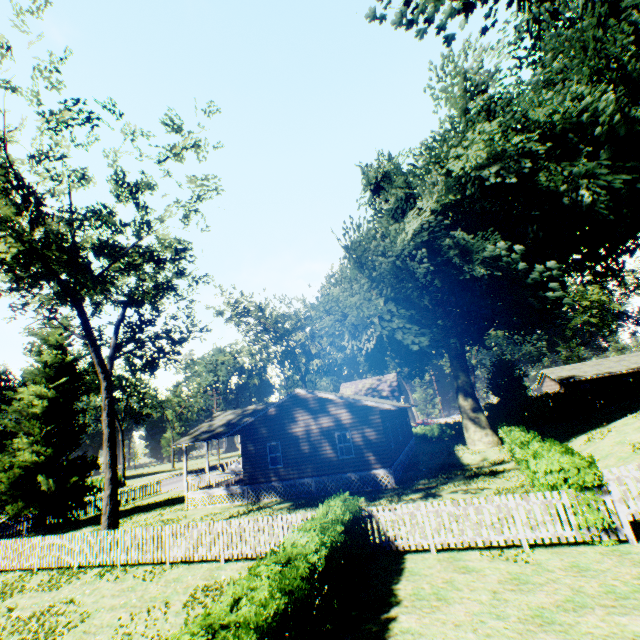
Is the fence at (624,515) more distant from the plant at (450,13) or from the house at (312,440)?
the house at (312,440)

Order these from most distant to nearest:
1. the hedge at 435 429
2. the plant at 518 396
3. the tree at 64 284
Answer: the hedge at 435 429 → the plant at 518 396 → the tree at 64 284

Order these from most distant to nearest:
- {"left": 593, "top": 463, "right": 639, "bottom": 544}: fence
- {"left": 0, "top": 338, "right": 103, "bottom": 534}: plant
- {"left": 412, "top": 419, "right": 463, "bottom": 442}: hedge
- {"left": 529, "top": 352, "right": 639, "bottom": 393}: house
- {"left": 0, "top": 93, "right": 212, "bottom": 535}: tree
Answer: {"left": 529, "top": 352, "right": 639, "bottom": 393}: house, {"left": 412, "top": 419, "right": 463, "bottom": 442}: hedge, {"left": 0, "top": 338, "right": 103, "bottom": 534}: plant, {"left": 0, "top": 93, "right": 212, "bottom": 535}: tree, {"left": 593, "top": 463, "right": 639, "bottom": 544}: fence

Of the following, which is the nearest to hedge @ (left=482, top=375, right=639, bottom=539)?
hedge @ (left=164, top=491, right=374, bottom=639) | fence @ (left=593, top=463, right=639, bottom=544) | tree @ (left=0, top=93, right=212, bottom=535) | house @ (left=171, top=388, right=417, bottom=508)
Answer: fence @ (left=593, top=463, right=639, bottom=544)

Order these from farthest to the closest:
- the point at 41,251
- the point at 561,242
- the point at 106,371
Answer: the point at 561,242 → the point at 106,371 → the point at 41,251

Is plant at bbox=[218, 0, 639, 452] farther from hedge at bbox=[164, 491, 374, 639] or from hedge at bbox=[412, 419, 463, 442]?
hedge at bbox=[164, 491, 374, 639]

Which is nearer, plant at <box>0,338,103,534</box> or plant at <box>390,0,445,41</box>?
plant at <box>390,0,445,41</box>

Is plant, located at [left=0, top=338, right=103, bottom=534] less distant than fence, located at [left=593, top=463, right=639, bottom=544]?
No
